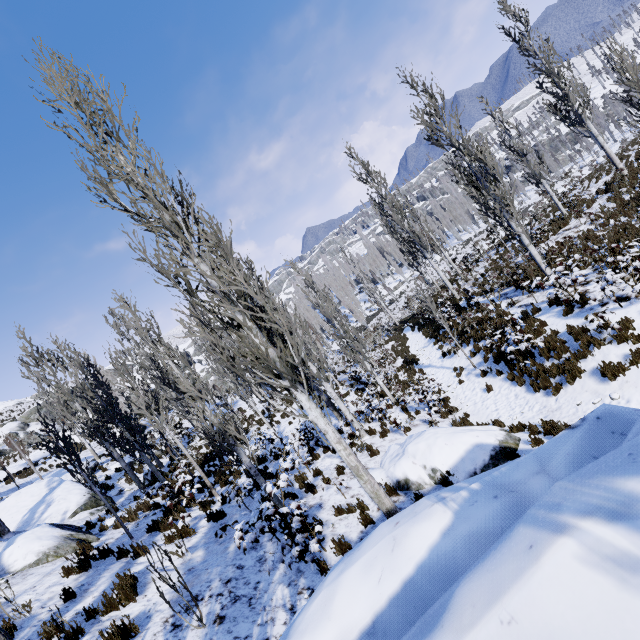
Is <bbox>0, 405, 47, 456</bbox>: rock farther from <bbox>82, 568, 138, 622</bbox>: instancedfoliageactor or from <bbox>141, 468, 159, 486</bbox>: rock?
Result: <bbox>141, 468, 159, 486</bbox>: rock

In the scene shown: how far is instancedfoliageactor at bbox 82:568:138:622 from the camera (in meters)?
5.96

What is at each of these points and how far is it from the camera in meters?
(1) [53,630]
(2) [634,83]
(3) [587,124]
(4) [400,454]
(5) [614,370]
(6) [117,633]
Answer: (1) instancedfoliageactor, 5.6
(2) instancedfoliageactor, 7.7
(3) instancedfoliageactor, 16.2
(4) rock, 9.0
(5) instancedfoliageactor, 8.1
(6) instancedfoliageactor, 5.2

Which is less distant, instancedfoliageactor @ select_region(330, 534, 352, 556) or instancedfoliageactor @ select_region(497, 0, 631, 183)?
instancedfoliageactor @ select_region(330, 534, 352, 556)

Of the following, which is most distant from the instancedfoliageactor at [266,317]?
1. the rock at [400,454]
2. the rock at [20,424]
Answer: the rock at [20,424]

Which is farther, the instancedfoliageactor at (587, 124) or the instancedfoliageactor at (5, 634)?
the instancedfoliageactor at (587, 124)

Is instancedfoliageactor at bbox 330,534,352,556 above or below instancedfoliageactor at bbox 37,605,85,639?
below
